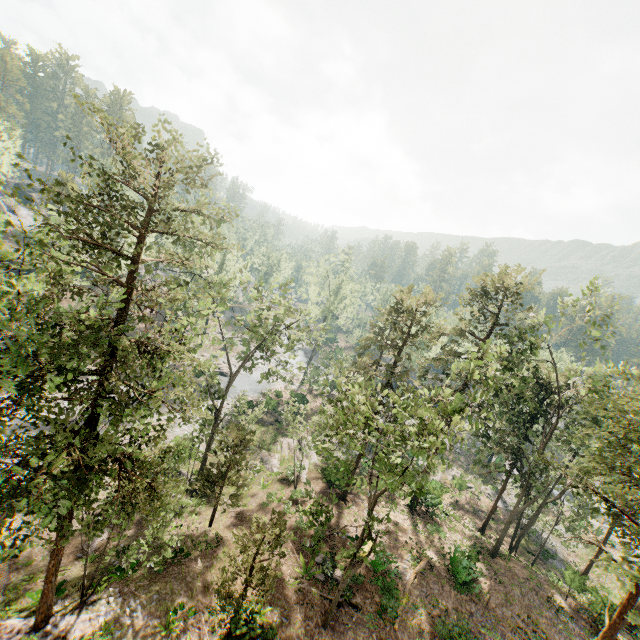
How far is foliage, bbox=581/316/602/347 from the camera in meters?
21.1 m

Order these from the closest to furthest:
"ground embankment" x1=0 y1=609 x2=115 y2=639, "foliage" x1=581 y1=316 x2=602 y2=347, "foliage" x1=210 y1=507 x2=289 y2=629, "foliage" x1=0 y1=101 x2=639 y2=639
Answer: "foliage" x1=0 y1=101 x2=639 y2=639
"ground embankment" x1=0 y1=609 x2=115 y2=639
"foliage" x1=210 y1=507 x2=289 y2=629
"foliage" x1=581 y1=316 x2=602 y2=347

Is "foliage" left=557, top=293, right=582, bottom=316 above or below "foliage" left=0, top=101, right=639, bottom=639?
above

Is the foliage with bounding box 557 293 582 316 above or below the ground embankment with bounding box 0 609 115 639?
above

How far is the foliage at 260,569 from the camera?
14.5m

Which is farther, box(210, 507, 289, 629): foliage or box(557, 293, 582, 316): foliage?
box(557, 293, 582, 316): foliage

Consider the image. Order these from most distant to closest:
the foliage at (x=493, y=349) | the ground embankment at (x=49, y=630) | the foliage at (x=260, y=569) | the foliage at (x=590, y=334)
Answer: the foliage at (x=590, y=334), the foliage at (x=260, y=569), the ground embankment at (x=49, y=630), the foliage at (x=493, y=349)

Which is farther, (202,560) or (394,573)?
(394,573)
